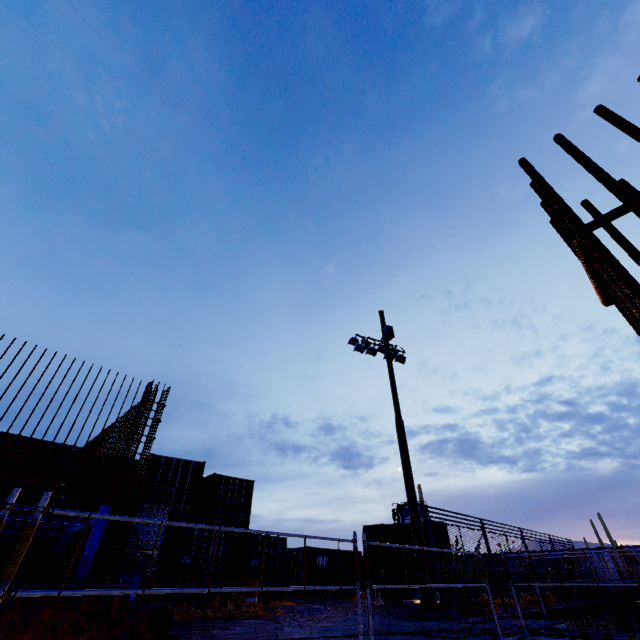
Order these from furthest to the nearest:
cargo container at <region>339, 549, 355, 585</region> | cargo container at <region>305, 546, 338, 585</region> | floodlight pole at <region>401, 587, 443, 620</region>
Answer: cargo container at <region>339, 549, 355, 585</region> < cargo container at <region>305, 546, 338, 585</region> < floodlight pole at <region>401, 587, 443, 620</region>

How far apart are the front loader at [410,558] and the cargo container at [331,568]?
7.93m

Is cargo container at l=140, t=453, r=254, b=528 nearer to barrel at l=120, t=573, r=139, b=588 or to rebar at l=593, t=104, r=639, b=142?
rebar at l=593, t=104, r=639, b=142

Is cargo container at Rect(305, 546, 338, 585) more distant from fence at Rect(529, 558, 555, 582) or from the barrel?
the barrel

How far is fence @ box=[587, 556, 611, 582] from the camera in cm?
1838

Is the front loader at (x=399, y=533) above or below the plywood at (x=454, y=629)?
above

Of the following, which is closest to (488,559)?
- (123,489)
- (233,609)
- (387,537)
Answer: (387,537)
